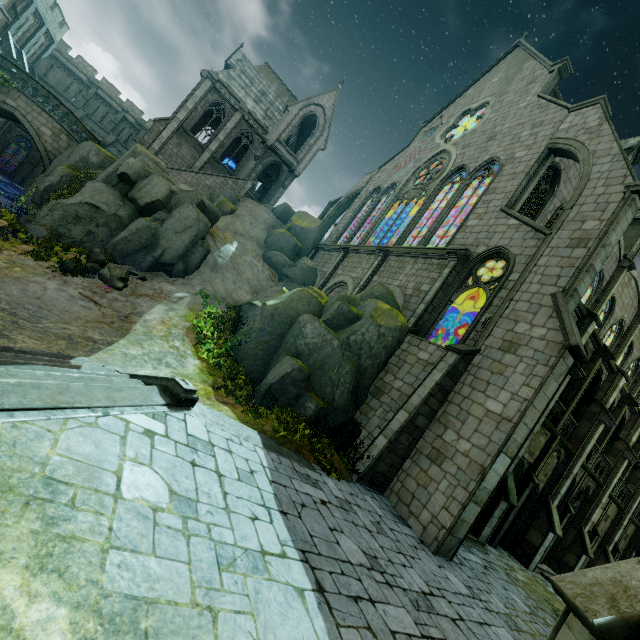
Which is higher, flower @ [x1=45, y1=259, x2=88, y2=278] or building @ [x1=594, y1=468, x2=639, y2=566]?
building @ [x1=594, y1=468, x2=639, y2=566]

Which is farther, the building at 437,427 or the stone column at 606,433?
the stone column at 606,433

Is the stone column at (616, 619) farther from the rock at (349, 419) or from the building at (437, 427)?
the rock at (349, 419)

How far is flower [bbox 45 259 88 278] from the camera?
12.63m

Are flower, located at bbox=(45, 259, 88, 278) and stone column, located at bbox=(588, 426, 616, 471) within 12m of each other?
no

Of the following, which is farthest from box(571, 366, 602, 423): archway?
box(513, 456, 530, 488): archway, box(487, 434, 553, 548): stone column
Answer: box(513, 456, 530, 488): archway

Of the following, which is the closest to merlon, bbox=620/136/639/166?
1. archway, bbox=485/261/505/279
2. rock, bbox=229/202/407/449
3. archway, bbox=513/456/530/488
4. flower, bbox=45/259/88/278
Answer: rock, bbox=229/202/407/449

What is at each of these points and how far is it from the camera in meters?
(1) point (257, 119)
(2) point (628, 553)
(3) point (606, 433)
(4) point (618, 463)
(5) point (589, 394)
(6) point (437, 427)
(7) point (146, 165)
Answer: (1) building, 30.8 m
(2) building, 26.3 m
(3) stone column, 19.9 m
(4) building, 20.9 m
(5) archway, 18.8 m
(6) building, 11.6 m
(7) rock, 19.2 m
